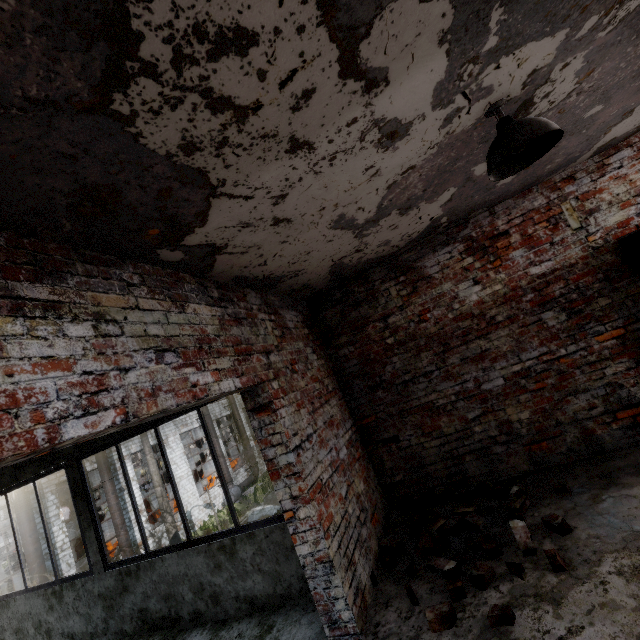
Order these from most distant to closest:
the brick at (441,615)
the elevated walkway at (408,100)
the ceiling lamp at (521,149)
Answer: the brick at (441,615) → the ceiling lamp at (521,149) → the elevated walkway at (408,100)

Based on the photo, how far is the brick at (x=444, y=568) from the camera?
2.8 meters

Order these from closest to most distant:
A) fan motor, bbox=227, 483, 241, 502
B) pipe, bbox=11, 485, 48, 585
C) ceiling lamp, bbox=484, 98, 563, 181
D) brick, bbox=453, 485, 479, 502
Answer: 1. ceiling lamp, bbox=484, 98, 563, 181
2. brick, bbox=453, 485, 479, 502
3. pipe, bbox=11, 485, 48, 585
4. fan motor, bbox=227, 483, 241, 502

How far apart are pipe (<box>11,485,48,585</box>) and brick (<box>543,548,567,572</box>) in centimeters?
2089cm

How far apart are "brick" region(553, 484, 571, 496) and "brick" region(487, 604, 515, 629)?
1.5m

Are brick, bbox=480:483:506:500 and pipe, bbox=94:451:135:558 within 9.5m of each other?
no

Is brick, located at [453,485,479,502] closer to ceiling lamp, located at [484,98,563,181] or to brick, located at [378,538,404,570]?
brick, located at [378,538,404,570]

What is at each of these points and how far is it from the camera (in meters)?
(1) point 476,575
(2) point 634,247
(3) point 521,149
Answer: (1) brick, 2.61
(2) door, 3.54
(3) ceiling lamp, 1.99
